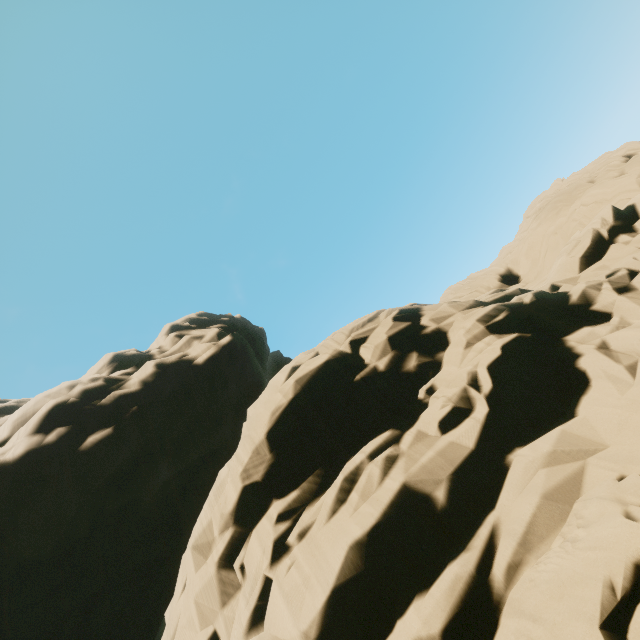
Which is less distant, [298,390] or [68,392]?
[298,390]
